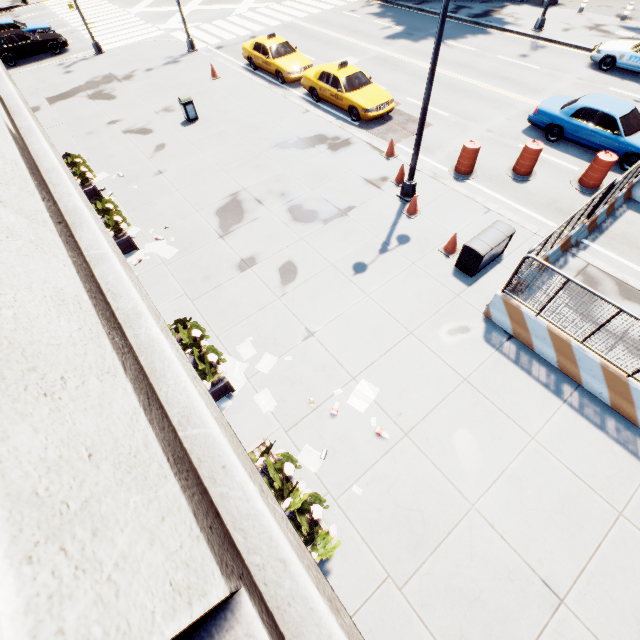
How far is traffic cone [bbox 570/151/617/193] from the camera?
10.7m

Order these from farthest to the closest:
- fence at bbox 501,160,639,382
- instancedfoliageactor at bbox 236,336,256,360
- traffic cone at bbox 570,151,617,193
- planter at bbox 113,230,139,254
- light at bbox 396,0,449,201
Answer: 1. traffic cone at bbox 570,151,617,193
2. planter at bbox 113,230,139,254
3. instancedfoliageactor at bbox 236,336,256,360
4. light at bbox 396,0,449,201
5. fence at bbox 501,160,639,382

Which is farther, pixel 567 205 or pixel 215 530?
pixel 567 205

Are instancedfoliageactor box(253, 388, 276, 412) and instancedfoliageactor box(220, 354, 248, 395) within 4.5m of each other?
yes

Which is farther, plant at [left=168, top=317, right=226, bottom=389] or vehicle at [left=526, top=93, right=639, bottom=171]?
vehicle at [left=526, top=93, right=639, bottom=171]

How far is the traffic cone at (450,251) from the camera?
9.44m

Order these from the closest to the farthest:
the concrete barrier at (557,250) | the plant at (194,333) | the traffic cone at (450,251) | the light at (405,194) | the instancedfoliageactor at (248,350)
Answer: the plant at (194,333) → the light at (405,194) → the instancedfoliageactor at (248,350) → the concrete barrier at (557,250) → the traffic cone at (450,251)

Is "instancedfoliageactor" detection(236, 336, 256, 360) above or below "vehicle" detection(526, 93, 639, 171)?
below
